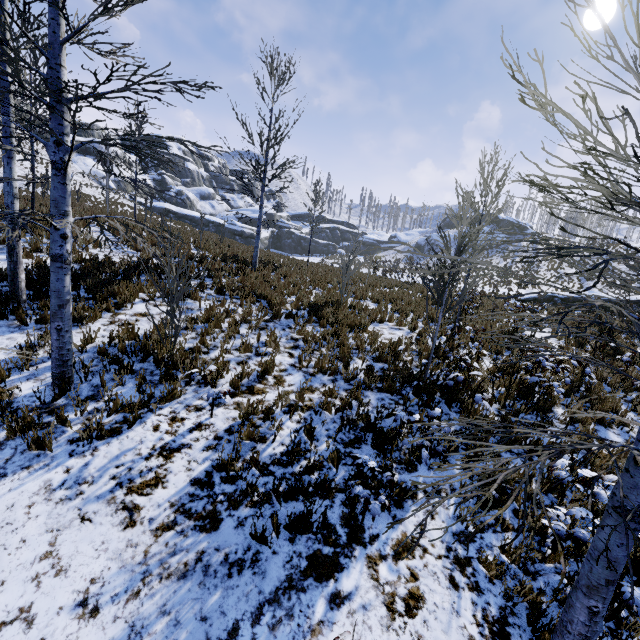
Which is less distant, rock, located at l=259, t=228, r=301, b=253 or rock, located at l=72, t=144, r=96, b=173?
rock, located at l=72, t=144, r=96, b=173

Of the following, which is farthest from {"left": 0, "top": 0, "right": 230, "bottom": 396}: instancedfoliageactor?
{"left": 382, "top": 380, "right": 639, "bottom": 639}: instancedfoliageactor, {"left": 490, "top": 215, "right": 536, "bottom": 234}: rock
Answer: {"left": 490, "top": 215, "right": 536, "bottom": 234}: rock

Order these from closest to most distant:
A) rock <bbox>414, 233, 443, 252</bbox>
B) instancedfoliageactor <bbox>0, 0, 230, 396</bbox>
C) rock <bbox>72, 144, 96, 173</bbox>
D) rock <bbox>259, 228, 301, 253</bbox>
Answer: instancedfoliageactor <bbox>0, 0, 230, 396</bbox> → rock <bbox>72, 144, 96, 173</bbox> → rock <bbox>259, 228, 301, 253</bbox> → rock <bbox>414, 233, 443, 252</bbox>

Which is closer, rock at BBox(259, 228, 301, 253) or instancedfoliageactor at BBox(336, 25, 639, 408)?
instancedfoliageactor at BBox(336, 25, 639, 408)

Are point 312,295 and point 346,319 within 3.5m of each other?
yes

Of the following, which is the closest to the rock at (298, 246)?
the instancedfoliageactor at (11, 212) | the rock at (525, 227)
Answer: the rock at (525, 227)

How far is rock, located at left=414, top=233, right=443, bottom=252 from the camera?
55.5 meters

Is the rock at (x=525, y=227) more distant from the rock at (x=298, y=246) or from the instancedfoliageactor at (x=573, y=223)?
the instancedfoliageactor at (x=573, y=223)
